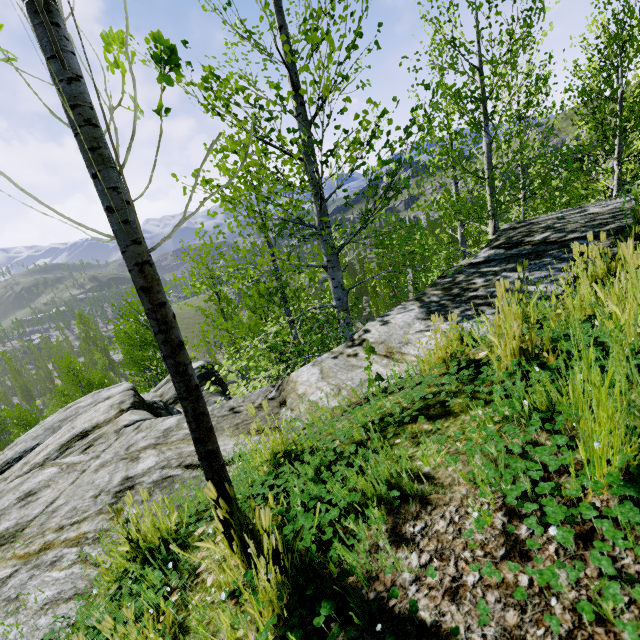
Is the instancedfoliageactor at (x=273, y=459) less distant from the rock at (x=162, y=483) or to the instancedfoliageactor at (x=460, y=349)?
the rock at (x=162, y=483)

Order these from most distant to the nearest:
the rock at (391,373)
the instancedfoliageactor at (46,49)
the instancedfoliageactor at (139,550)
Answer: the rock at (391,373), the instancedfoliageactor at (139,550), the instancedfoliageactor at (46,49)

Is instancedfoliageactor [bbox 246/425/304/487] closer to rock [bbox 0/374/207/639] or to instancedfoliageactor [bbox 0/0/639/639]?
rock [bbox 0/374/207/639]

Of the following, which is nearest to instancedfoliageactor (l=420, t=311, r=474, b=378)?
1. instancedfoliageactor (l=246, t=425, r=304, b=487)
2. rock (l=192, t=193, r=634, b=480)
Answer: rock (l=192, t=193, r=634, b=480)

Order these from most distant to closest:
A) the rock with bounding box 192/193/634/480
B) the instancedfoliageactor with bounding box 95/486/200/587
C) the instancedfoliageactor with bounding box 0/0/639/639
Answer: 1. the rock with bounding box 192/193/634/480
2. the instancedfoliageactor with bounding box 95/486/200/587
3. the instancedfoliageactor with bounding box 0/0/639/639

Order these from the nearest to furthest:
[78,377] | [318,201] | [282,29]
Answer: [282,29] < [318,201] < [78,377]

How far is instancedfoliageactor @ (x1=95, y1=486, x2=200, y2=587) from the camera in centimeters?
159cm
